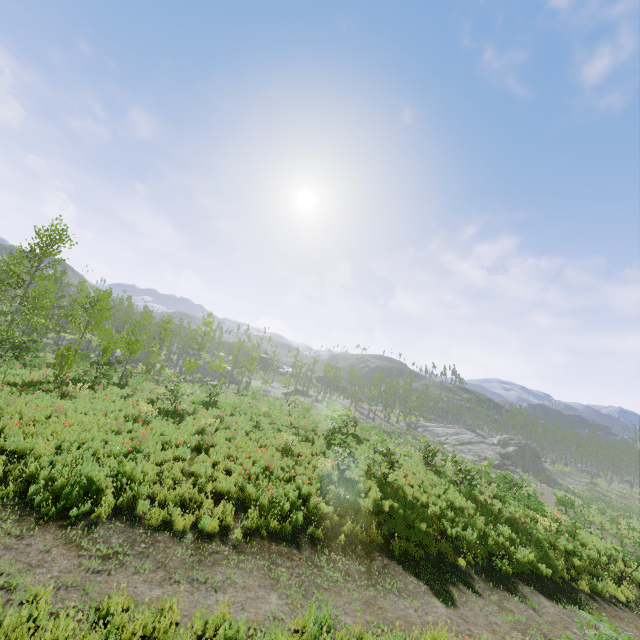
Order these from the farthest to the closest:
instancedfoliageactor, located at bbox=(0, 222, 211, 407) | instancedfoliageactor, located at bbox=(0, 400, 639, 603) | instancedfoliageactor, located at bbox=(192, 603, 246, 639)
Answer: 1. instancedfoliageactor, located at bbox=(0, 222, 211, 407)
2. instancedfoliageactor, located at bbox=(0, 400, 639, 603)
3. instancedfoliageactor, located at bbox=(192, 603, 246, 639)

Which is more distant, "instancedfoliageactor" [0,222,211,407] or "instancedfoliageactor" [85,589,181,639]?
"instancedfoliageactor" [0,222,211,407]

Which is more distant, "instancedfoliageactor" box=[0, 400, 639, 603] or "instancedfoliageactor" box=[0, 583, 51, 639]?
"instancedfoliageactor" box=[0, 400, 639, 603]

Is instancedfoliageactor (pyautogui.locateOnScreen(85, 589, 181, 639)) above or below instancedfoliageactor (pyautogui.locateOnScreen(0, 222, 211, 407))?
below

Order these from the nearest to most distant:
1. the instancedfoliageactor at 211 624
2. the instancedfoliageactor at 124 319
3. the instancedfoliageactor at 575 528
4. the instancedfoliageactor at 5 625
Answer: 1. the instancedfoliageactor at 5 625
2. the instancedfoliageactor at 211 624
3. the instancedfoliageactor at 575 528
4. the instancedfoliageactor at 124 319

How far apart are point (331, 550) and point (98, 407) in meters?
9.9 m

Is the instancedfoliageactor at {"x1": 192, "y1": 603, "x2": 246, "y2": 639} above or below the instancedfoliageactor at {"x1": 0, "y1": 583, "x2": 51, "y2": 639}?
below

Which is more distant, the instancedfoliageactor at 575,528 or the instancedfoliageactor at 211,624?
the instancedfoliageactor at 575,528
